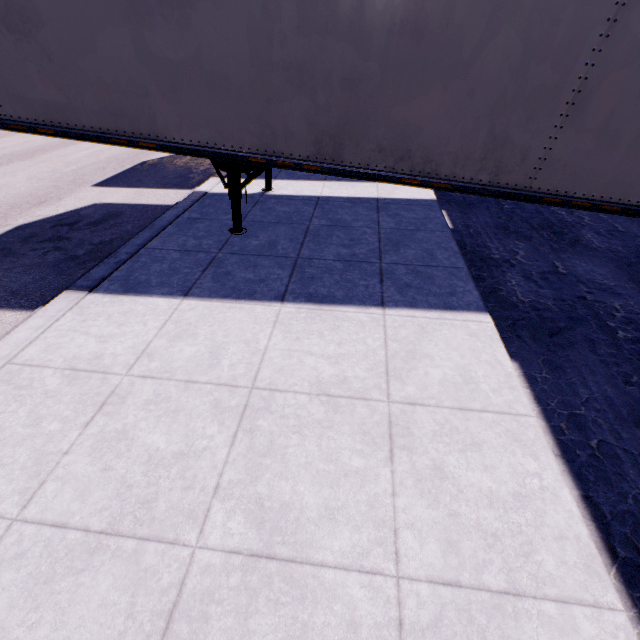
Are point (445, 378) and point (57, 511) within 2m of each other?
no
